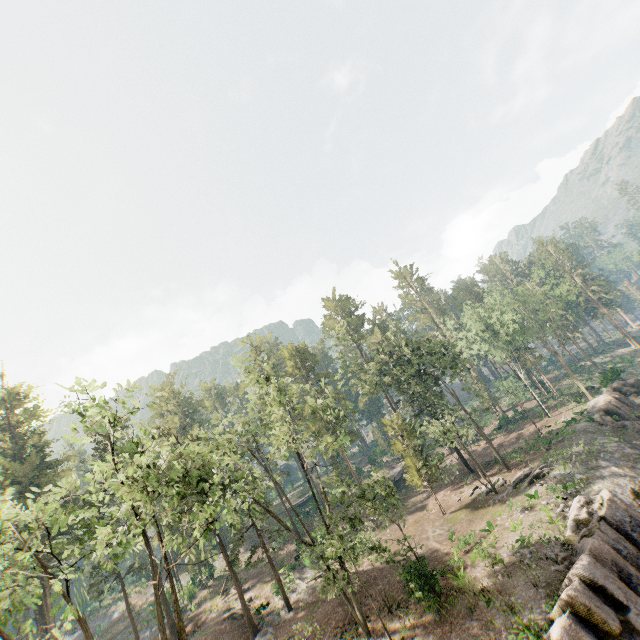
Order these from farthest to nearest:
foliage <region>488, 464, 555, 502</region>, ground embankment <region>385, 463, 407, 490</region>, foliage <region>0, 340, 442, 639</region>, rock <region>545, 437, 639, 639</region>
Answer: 1. ground embankment <region>385, 463, 407, 490</region>
2. foliage <region>488, 464, 555, 502</region>
3. rock <region>545, 437, 639, 639</region>
4. foliage <region>0, 340, 442, 639</region>

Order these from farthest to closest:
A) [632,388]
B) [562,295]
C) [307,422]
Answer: [562,295] → [632,388] → [307,422]

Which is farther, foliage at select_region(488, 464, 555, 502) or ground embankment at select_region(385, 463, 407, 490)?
ground embankment at select_region(385, 463, 407, 490)

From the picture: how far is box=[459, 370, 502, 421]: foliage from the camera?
35.5m

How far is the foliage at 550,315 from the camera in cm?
3294

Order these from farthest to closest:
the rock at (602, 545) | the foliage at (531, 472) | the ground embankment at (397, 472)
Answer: the ground embankment at (397, 472) → the foliage at (531, 472) → the rock at (602, 545)

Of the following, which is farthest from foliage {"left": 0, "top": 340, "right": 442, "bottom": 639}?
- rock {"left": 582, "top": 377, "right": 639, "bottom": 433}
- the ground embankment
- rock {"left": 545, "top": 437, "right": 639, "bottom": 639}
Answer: rock {"left": 582, "top": 377, "right": 639, "bottom": 433}

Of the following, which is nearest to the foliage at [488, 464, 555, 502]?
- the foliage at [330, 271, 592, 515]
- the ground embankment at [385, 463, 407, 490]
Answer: the foliage at [330, 271, 592, 515]
